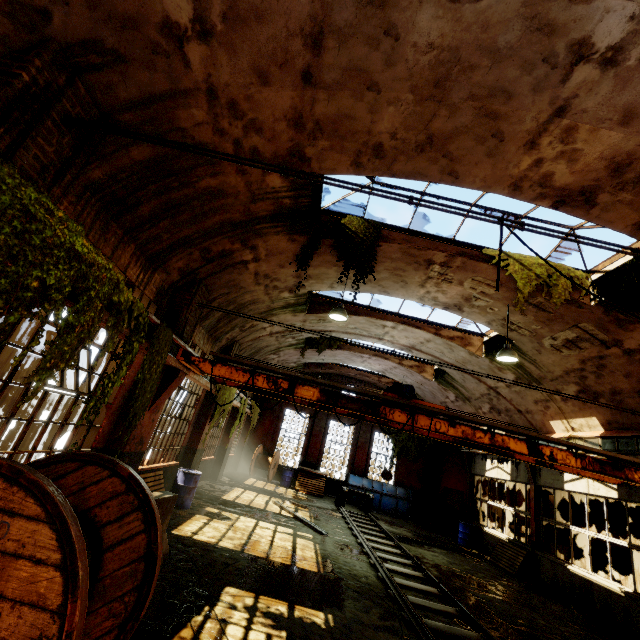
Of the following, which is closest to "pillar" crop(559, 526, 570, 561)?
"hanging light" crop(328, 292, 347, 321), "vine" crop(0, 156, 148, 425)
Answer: "hanging light" crop(328, 292, 347, 321)

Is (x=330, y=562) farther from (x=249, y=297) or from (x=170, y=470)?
(x=249, y=297)

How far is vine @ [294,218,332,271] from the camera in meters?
7.8

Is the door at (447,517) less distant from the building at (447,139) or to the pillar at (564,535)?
the building at (447,139)

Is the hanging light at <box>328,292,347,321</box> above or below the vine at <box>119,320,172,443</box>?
above

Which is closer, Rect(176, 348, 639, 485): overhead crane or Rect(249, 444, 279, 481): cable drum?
Rect(176, 348, 639, 485): overhead crane

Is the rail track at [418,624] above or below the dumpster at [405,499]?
below

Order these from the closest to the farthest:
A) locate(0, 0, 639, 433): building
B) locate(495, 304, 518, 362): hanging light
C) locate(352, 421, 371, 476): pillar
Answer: locate(0, 0, 639, 433): building, locate(495, 304, 518, 362): hanging light, locate(352, 421, 371, 476): pillar
